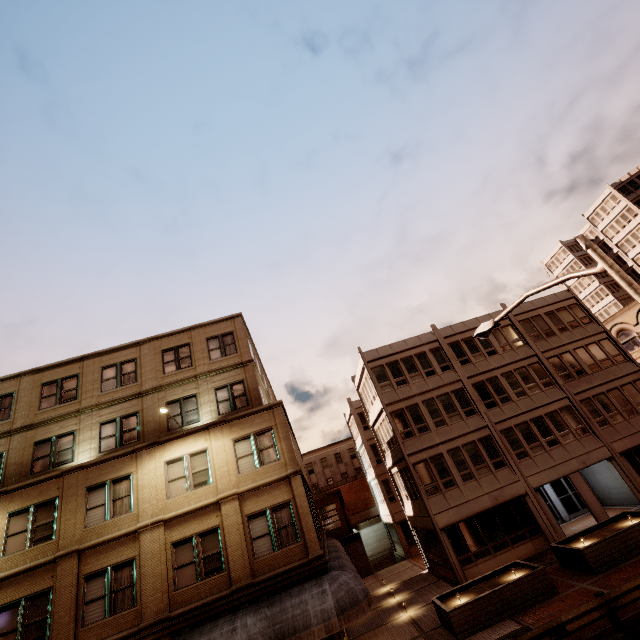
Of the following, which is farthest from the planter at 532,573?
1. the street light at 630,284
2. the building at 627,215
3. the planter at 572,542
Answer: the building at 627,215

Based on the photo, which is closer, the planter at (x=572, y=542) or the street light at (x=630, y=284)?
the street light at (x=630, y=284)

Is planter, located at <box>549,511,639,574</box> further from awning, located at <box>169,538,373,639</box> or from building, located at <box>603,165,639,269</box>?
building, located at <box>603,165,639,269</box>

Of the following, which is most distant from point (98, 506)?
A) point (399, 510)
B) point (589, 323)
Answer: point (589, 323)

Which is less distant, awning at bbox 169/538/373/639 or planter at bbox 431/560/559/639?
awning at bbox 169/538/373/639

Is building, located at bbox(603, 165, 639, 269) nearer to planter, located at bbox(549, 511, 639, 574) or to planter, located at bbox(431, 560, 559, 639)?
planter, located at bbox(549, 511, 639, 574)

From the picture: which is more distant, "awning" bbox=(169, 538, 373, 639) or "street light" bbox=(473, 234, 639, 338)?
"awning" bbox=(169, 538, 373, 639)

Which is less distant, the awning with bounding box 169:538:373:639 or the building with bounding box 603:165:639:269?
the awning with bounding box 169:538:373:639
